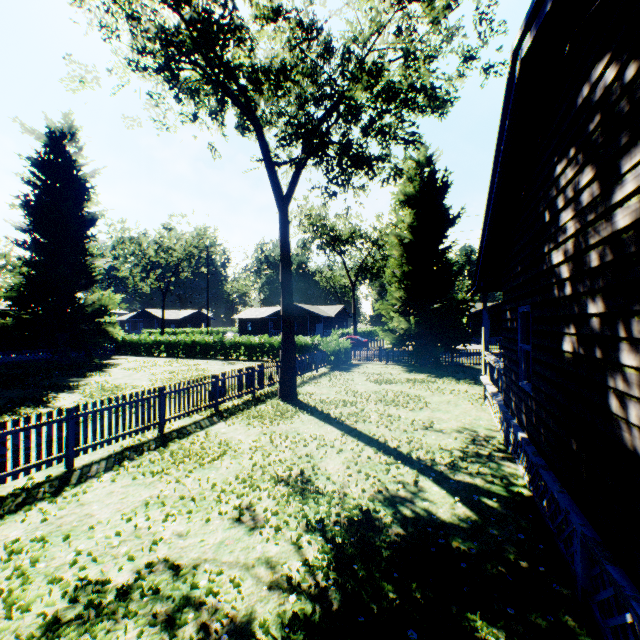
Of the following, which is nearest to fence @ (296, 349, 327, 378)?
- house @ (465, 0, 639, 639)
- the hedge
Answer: the hedge

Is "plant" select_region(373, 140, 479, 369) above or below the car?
above

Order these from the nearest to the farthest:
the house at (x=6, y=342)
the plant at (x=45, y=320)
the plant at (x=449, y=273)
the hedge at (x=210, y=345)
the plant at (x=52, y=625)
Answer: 1. the plant at (x=52, y=625)
2. the plant at (x=449, y=273)
3. the plant at (x=45, y=320)
4. the house at (x=6, y=342)
5. the hedge at (x=210, y=345)

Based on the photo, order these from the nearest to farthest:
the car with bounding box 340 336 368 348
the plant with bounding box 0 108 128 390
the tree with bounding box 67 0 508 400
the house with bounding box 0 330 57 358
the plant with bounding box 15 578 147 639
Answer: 1. the plant with bounding box 15 578 147 639
2. the tree with bounding box 67 0 508 400
3. the plant with bounding box 0 108 128 390
4. the house with bounding box 0 330 57 358
5. the car with bounding box 340 336 368 348

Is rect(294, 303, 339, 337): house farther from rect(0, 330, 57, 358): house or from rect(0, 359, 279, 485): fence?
rect(0, 359, 279, 485): fence

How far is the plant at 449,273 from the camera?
21.7 meters

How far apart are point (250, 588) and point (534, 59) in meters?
7.5 m

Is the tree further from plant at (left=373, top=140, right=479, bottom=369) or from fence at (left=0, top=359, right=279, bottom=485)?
fence at (left=0, top=359, right=279, bottom=485)
